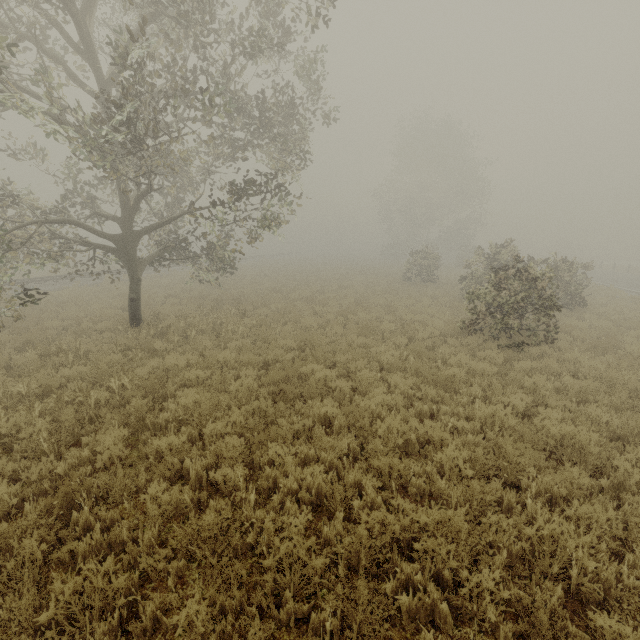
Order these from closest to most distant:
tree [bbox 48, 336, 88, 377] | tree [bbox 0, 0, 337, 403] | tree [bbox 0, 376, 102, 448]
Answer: tree [bbox 0, 376, 102, 448] < tree [bbox 0, 0, 337, 403] < tree [bbox 48, 336, 88, 377]

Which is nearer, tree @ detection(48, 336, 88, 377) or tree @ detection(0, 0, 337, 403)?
tree @ detection(0, 0, 337, 403)

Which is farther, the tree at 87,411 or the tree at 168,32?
the tree at 168,32

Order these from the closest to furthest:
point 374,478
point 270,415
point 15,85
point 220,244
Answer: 1. point 374,478
2. point 270,415
3. point 15,85
4. point 220,244

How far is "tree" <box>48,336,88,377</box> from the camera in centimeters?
813cm
